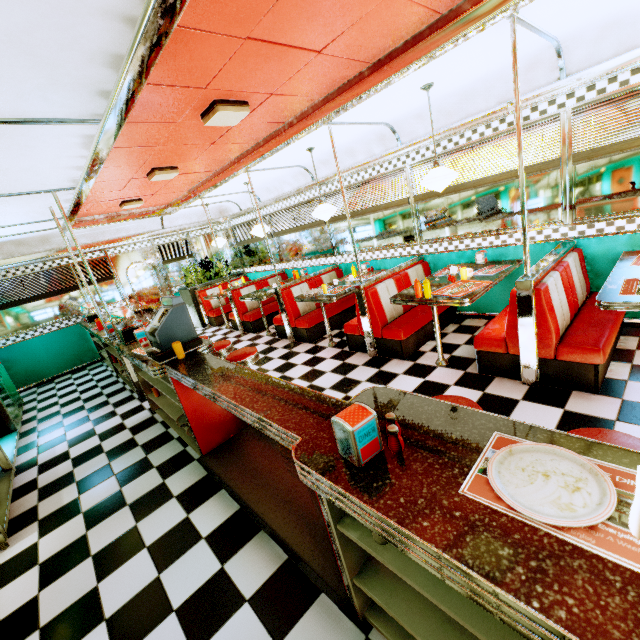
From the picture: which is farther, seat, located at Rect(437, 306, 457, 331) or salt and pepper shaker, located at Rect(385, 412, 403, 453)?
seat, located at Rect(437, 306, 457, 331)

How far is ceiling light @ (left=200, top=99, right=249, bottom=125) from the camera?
2.8 meters

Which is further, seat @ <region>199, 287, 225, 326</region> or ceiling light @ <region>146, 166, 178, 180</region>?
seat @ <region>199, 287, 225, 326</region>

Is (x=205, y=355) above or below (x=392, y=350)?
above

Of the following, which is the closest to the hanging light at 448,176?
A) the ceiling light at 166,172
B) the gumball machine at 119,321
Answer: the ceiling light at 166,172

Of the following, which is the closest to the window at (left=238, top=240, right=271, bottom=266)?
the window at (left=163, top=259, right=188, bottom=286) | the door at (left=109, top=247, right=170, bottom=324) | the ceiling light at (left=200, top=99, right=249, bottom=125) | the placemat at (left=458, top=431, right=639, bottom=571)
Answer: the window at (left=163, top=259, right=188, bottom=286)

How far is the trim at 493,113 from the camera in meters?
3.7 m

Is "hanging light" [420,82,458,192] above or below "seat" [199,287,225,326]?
above
